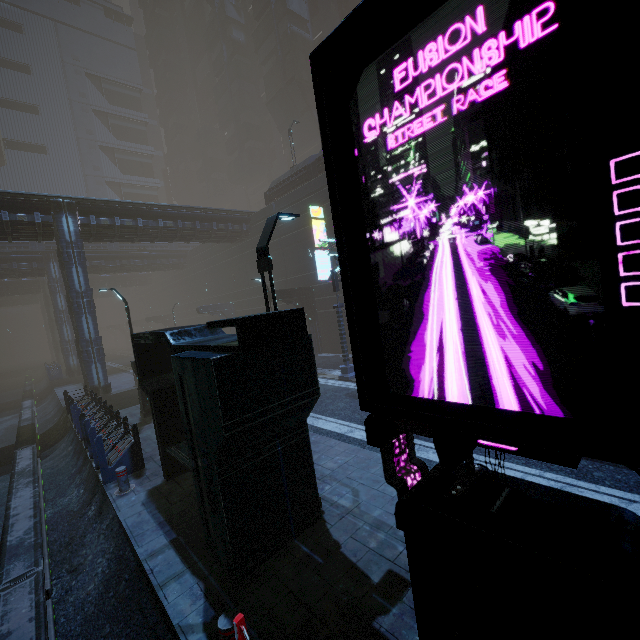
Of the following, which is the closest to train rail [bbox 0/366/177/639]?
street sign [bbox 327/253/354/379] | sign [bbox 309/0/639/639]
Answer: sign [bbox 309/0/639/639]

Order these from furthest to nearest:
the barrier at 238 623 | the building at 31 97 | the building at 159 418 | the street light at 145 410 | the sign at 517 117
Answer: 1. the building at 31 97
2. the street light at 145 410
3. the building at 159 418
4. the barrier at 238 623
5. the sign at 517 117

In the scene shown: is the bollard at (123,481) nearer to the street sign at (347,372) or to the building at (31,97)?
the building at (31,97)

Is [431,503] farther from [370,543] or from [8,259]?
[8,259]

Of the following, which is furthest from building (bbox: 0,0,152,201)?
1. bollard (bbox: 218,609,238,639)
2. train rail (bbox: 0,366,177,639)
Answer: bollard (bbox: 218,609,238,639)

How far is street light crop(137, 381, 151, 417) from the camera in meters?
13.6 m

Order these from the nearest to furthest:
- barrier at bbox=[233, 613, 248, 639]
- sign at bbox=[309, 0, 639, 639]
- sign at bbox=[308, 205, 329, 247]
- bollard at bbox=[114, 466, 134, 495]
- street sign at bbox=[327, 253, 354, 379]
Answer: sign at bbox=[309, 0, 639, 639]
barrier at bbox=[233, 613, 248, 639]
bollard at bbox=[114, 466, 134, 495]
street sign at bbox=[327, 253, 354, 379]
sign at bbox=[308, 205, 329, 247]

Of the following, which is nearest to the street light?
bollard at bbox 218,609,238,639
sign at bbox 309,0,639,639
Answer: bollard at bbox 218,609,238,639
